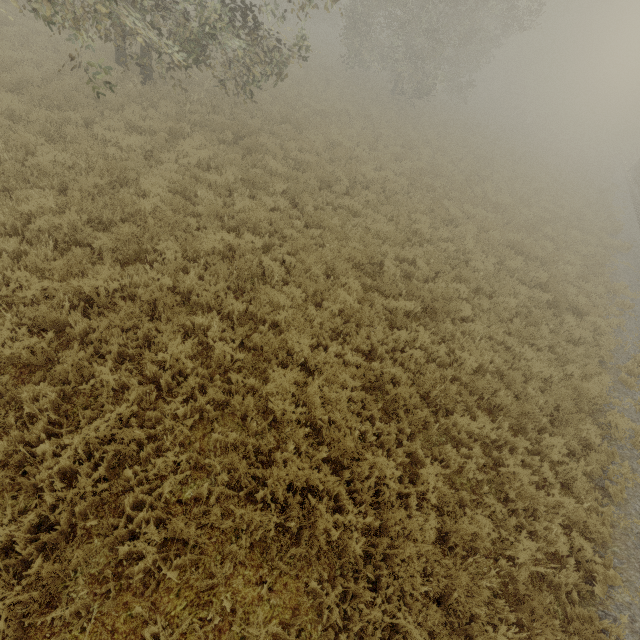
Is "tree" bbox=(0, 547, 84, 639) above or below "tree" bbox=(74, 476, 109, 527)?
above

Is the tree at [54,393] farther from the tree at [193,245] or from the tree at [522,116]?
the tree at [522,116]

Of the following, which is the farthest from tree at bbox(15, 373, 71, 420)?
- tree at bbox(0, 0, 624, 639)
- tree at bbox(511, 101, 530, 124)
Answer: tree at bbox(511, 101, 530, 124)

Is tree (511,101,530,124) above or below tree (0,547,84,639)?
above

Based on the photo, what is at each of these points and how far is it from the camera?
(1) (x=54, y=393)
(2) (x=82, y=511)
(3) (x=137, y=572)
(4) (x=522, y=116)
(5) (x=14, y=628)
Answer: (1) tree, 4.4 meters
(2) tree, 3.7 meters
(3) tree, 3.5 meters
(4) tree, 46.3 meters
(5) tree, 3.0 meters

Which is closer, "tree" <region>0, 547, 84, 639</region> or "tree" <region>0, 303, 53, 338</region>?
"tree" <region>0, 547, 84, 639</region>

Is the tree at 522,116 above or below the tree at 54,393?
above

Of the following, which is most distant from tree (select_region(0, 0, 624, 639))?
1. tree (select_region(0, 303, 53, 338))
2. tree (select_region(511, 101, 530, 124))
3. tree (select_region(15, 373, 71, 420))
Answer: tree (select_region(511, 101, 530, 124))
